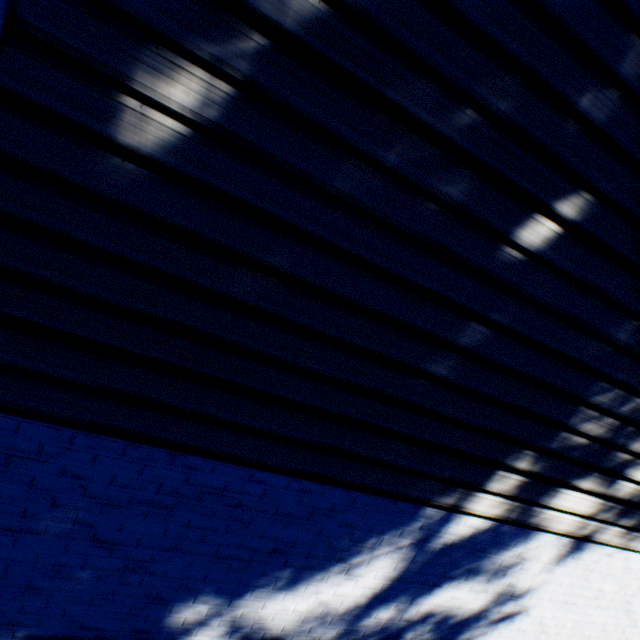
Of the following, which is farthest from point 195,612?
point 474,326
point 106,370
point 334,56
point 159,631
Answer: point 334,56
